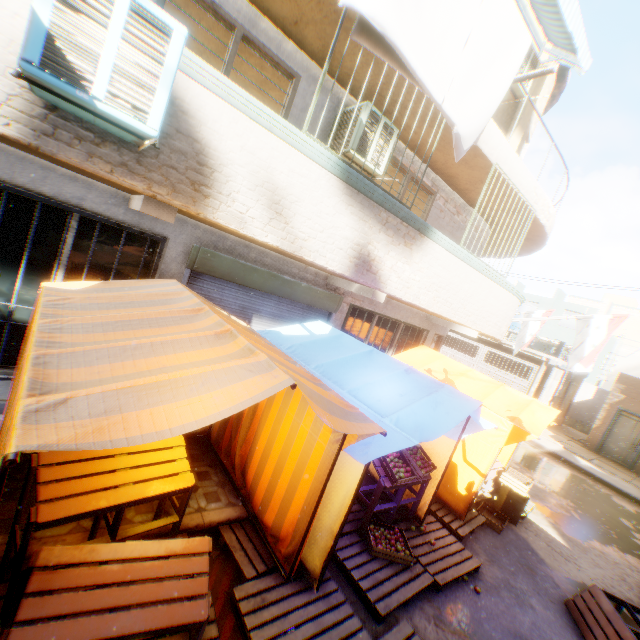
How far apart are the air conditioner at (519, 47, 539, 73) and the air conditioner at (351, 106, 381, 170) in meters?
2.7 m

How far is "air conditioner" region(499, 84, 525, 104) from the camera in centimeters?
696cm

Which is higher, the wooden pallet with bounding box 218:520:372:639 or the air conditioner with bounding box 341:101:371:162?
the air conditioner with bounding box 341:101:371:162

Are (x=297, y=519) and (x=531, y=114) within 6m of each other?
no

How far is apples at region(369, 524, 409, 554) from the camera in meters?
4.6

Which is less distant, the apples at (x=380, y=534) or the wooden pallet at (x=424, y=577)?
the wooden pallet at (x=424, y=577)

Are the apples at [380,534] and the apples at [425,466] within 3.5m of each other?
yes

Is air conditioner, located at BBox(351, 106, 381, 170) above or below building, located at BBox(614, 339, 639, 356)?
below
